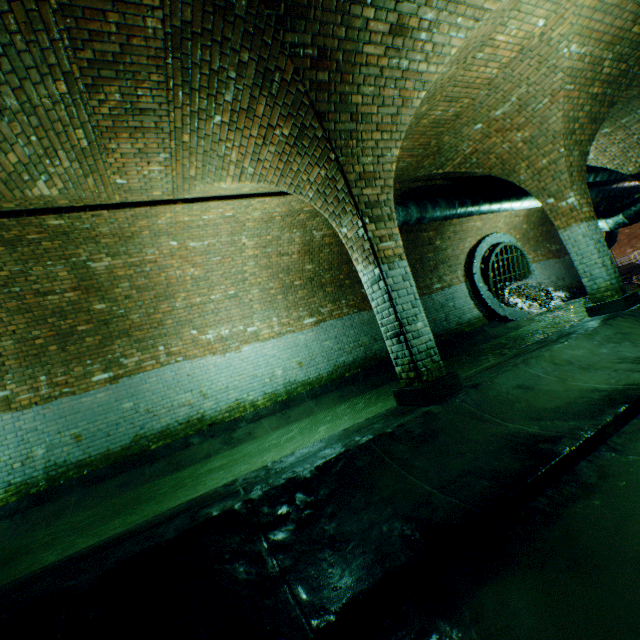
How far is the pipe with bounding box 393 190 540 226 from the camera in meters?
7.8 m

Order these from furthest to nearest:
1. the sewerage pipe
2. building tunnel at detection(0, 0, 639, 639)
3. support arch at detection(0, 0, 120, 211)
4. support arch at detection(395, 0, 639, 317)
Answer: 1. the sewerage pipe
2. support arch at detection(395, 0, 639, 317)
3. support arch at detection(0, 0, 120, 211)
4. building tunnel at detection(0, 0, 639, 639)

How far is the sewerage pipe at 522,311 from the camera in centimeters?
1159cm

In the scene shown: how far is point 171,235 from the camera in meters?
6.6 m

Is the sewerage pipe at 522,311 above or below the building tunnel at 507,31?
below

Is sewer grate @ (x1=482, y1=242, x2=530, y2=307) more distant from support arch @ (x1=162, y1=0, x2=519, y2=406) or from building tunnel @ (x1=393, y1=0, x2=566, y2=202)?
support arch @ (x1=162, y1=0, x2=519, y2=406)

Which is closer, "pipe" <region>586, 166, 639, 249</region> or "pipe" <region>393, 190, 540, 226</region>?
"pipe" <region>393, 190, 540, 226</region>

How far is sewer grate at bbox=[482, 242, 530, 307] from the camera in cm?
1170
